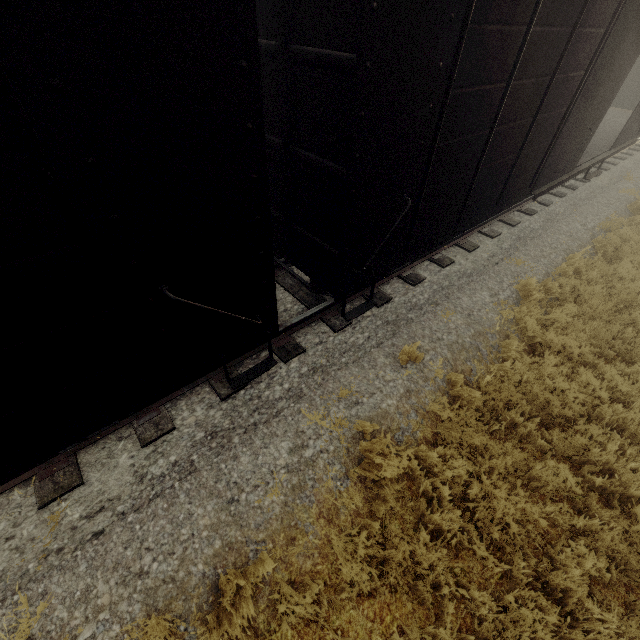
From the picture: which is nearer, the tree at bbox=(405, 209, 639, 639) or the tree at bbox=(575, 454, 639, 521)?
the tree at bbox=(405, 209, 639, 639)

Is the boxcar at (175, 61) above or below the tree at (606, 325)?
above

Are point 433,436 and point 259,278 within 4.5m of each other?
yes

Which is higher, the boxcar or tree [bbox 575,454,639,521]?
the boxcar

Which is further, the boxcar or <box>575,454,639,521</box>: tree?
<box>575,454,639,521</box>: tree

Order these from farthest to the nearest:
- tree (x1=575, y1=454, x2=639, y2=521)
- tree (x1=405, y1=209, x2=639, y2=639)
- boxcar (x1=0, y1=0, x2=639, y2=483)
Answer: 1. tree (x1=575, y1=454, x2=639, y2=521)
2. tree (x1=405, y1=209, x2=639, y2=639)
3. boxcar (x1=0, y1=0, x2=639, y2=483)
